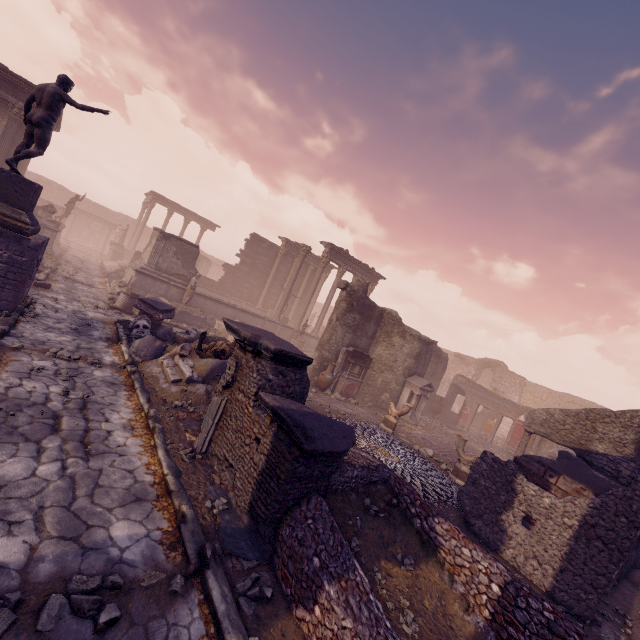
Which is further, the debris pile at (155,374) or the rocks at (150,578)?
the debris pile at (155,374)

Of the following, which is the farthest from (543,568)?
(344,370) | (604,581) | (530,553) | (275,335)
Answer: (344,370)

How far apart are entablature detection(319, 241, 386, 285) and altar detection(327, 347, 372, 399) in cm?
977

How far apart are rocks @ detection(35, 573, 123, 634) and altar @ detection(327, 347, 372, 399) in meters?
11.5

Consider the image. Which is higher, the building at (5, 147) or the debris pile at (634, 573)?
the building at (5, 147)

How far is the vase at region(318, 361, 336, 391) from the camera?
13.7 meters

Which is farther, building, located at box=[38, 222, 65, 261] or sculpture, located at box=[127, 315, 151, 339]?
building, located at box=[38, 222, 65, 261]

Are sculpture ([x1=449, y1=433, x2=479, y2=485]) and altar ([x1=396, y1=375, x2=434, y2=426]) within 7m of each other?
yes
